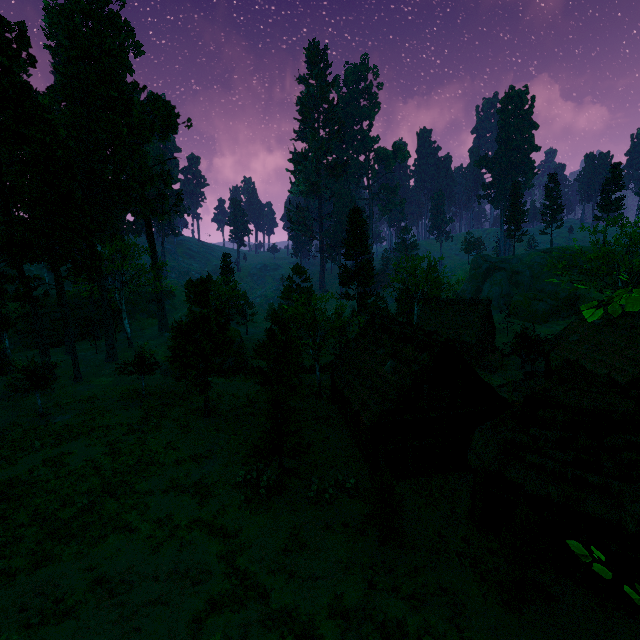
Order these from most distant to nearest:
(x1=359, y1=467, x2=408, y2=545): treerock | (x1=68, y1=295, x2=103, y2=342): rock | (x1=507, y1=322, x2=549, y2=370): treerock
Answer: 1. (x1=68, y1=295, x2=103, y2=342): rock
2. (x1=507, y1=322, x2=549, y2=370): treerock
3. (x1=359, y1=467, x2=408, y2=545): treerock

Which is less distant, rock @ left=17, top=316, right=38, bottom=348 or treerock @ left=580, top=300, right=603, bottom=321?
treerock @ left=580, top=300, right=603, bottom=321

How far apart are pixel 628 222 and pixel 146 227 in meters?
66.2

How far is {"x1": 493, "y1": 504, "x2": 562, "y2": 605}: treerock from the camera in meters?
10.8 m

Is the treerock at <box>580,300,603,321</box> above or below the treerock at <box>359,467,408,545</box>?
above

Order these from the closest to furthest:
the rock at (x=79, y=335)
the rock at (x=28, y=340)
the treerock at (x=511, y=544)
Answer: the treerock at (x=511, y=544) < the rock at (x=28, y=340) < the rock at (x=79, y=335)

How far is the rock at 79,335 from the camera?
53.4 meters
